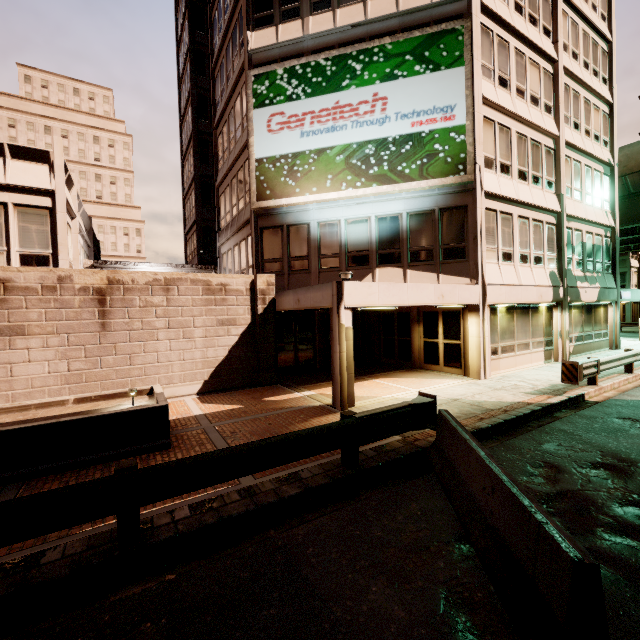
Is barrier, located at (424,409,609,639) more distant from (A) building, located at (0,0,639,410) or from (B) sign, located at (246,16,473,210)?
Result: (B) sign, located at (246,16,473,210)

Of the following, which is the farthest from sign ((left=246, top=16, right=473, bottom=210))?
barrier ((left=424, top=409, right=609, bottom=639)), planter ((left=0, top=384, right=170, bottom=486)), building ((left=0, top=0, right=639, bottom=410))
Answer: barrier ((left=424, top=409, right=609, bottom=639))

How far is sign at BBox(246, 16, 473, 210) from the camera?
12.4m

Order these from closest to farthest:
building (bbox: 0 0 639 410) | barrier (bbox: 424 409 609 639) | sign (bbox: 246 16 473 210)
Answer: barrier (bbox: 424 409 609 639)
building (bbox: 0 0 639 410)
sign (bbox: 246 16 473 210)

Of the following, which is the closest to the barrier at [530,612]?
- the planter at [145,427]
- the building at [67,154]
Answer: the building at [67,154]

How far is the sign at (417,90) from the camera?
12.41m

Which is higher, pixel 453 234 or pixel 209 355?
pixel 453 234
